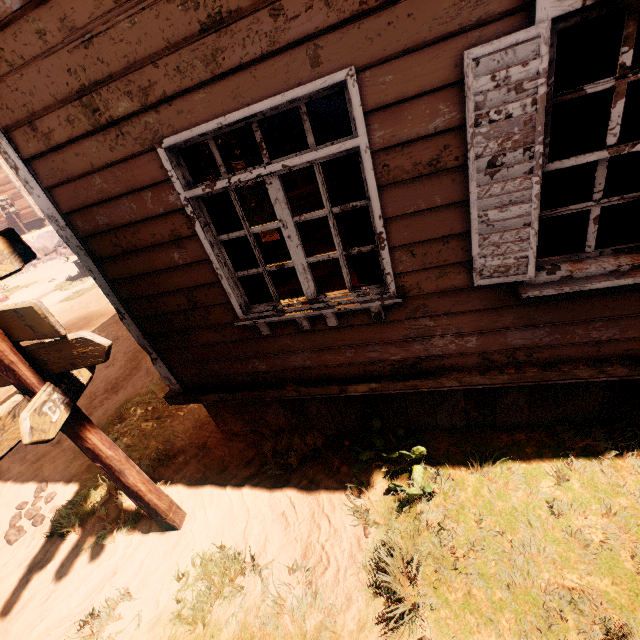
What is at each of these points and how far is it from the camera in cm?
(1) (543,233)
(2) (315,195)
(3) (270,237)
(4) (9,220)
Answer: (1) curtain, 224
(2) bp, 736
(3) z, 1159
(4) building, 2906

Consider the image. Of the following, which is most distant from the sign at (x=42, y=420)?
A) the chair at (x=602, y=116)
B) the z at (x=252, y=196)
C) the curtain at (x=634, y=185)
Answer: the chair at (x=602, y=116)

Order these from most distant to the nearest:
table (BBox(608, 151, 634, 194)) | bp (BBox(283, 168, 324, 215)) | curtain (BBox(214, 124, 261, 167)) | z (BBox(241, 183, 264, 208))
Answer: z (BBox(241, 183, 264, 208)) < bp (BBox(283, 168, 324, 215)) < table (BBox(608, 151, 634, 194)) < curtain (BBox(214, 124, 261, 167))

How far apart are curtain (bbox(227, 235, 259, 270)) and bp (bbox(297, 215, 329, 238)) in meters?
4.8

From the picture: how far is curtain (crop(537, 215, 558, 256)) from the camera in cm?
218

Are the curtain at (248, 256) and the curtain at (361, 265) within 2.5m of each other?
yes

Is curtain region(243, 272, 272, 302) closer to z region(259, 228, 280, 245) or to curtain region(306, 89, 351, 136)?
curtain region(306, 89, 351, 136)

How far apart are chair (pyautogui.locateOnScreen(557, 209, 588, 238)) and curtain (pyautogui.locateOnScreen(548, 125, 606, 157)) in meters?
1.9 m
